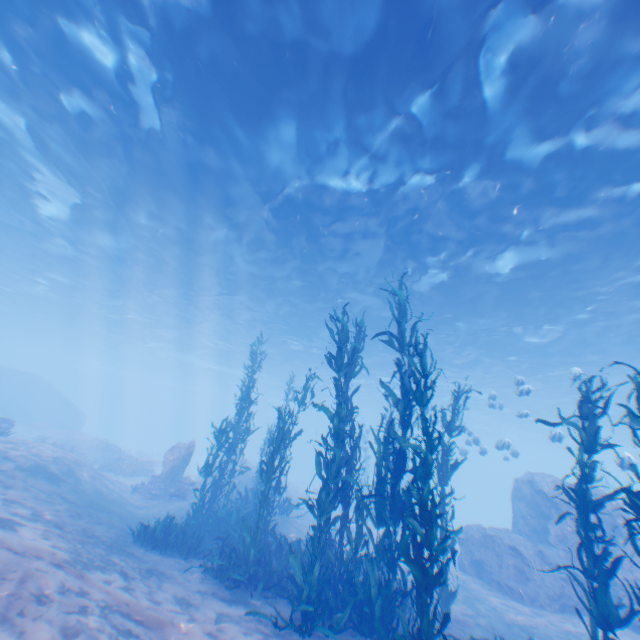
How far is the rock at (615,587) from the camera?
10.9 meters

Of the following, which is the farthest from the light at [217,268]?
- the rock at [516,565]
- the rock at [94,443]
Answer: the rock at [94,443]

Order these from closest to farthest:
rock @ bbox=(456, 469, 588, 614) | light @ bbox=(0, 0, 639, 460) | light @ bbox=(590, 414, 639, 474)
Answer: light @ bbox=(0, 0, 639, 460) < light @ bbox=(590, 414, 639, 474) < rock @ bbox=(456, 469, 588, 614)

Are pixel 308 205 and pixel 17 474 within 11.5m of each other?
no

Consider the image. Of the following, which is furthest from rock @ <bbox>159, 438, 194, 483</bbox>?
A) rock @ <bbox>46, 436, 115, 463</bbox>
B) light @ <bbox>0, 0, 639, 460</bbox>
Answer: light @ <bbox>0, 0, 639, 460</bbox>

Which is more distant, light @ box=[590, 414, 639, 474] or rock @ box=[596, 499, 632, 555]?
rock @ box=[596, 499, 632, 555]

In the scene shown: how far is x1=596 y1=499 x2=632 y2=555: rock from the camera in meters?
11.9
